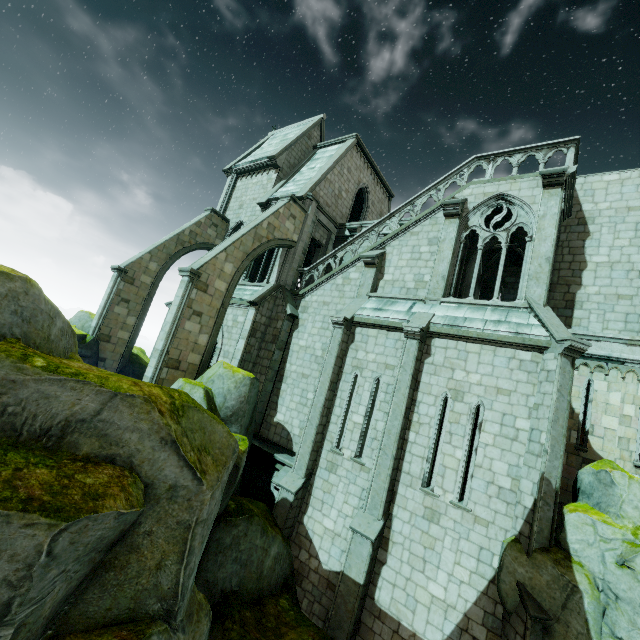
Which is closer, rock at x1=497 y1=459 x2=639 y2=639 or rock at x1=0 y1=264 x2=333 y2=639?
rock at x1=0 y1=264 x2=333 y2=639

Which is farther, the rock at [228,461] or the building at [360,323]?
the building at [360,323]

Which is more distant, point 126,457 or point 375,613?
point 375,613

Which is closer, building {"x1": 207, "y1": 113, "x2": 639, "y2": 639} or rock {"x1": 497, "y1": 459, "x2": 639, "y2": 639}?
rock {"x1": 497, "y1": 459, "x2": 639, "y2": 639}

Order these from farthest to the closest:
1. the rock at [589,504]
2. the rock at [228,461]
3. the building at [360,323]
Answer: the building at [360,323] < the rock at [589,504] < the rock at [228,461]

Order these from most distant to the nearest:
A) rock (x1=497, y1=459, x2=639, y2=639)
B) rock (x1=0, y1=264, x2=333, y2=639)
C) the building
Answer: the building → rock (x1=497, y1=459, x2=639, y2=639) → rock (x1=0, y1=264, x2=333, y2=639)
